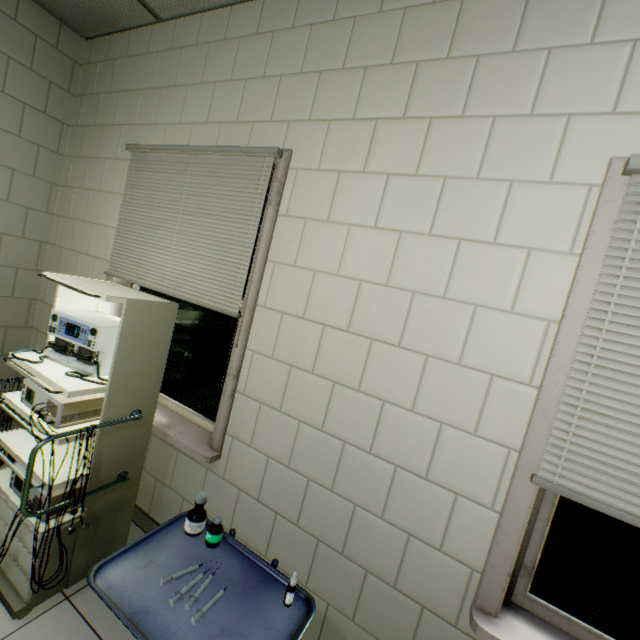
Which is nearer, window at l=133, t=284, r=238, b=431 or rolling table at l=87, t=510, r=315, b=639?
rolling table at l=87, t=510, r=315, b=639

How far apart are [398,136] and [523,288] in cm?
86

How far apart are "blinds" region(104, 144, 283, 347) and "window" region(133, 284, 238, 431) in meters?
0.2

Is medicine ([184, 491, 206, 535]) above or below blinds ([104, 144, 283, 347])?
below

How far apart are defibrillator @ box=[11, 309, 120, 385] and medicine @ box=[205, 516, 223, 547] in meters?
0.7

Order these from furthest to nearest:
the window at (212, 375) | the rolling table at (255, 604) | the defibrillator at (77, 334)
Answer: the window at (212, 375)
the defibrillator at (77, 334)
the rolling table at (255, 604)

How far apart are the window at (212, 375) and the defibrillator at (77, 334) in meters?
0.5

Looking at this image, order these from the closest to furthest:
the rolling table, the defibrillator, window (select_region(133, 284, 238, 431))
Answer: the rolling table → the defibrillator → window (select_region(133, 284, 238, 431))
